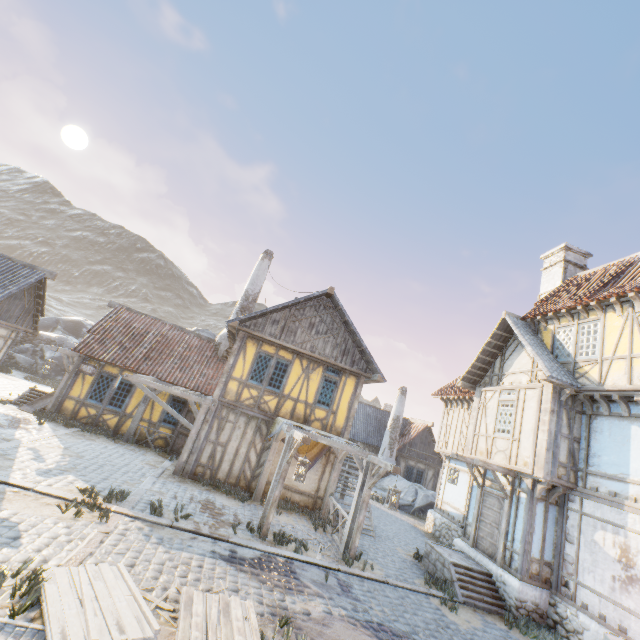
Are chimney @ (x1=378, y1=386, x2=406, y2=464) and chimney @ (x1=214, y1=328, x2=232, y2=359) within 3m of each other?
no

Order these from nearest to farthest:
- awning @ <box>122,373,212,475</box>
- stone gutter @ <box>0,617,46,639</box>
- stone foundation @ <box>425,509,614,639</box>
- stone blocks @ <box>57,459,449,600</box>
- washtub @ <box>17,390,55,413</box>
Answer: stone gutter @ <box>0,617,46,639</box>, stone blocks @ <box>57,459,449,600</box>, stone foundation @ <box>425,509,614,639</box>, awning @ <box>122,373,212,475</box>, washtub @ <box>17,390,55,413</box>

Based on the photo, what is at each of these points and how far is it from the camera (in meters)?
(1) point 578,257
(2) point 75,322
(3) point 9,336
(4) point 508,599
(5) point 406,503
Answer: (1) chimney, 15.25
(2) rock, 34.84
(3) building, 15.84
(4) stone foundation, 9.43
(5) rock, 20.17

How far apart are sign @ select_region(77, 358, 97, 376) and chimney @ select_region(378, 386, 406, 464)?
19.1 meters

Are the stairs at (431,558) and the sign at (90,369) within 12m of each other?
no

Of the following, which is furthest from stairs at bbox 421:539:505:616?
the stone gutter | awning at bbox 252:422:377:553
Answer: the stone gutter

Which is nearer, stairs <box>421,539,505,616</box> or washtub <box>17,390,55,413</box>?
stairs <box>421,539,505,616</box>

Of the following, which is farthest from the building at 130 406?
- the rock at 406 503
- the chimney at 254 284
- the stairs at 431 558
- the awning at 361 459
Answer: the rock at 406 503
